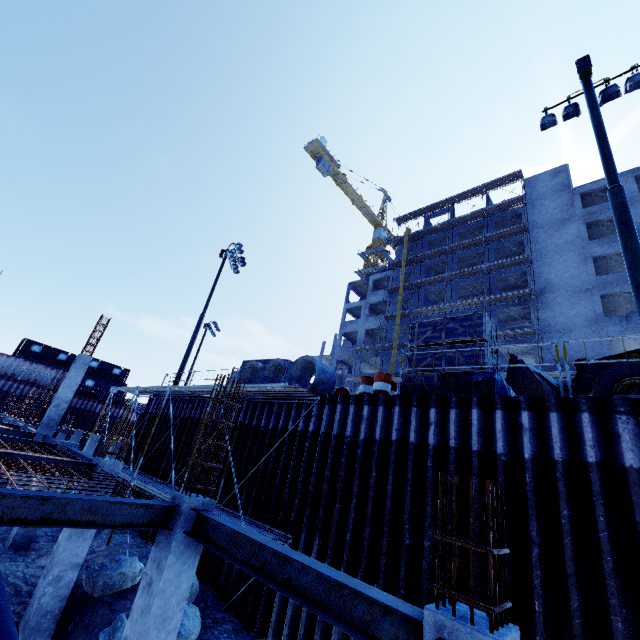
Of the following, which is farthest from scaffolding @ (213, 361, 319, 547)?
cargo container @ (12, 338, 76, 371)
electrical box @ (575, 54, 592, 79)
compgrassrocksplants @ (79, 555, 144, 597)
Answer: cargo container @ (12, 338, 76, 371)

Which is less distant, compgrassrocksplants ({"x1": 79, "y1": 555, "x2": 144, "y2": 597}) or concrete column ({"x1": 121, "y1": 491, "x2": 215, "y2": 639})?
concrete column ({"x1": 121, "y1": 491, "x2": 215, "y2": 639})

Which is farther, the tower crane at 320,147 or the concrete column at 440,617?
the tower crane at 320,147

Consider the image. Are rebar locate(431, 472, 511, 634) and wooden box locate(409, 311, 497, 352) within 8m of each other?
yes

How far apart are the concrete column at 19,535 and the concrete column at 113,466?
4.4 meters

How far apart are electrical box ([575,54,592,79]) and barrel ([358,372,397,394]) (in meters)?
11.46

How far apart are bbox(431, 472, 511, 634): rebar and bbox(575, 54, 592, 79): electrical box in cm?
1353

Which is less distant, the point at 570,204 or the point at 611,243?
the point at 611,243
